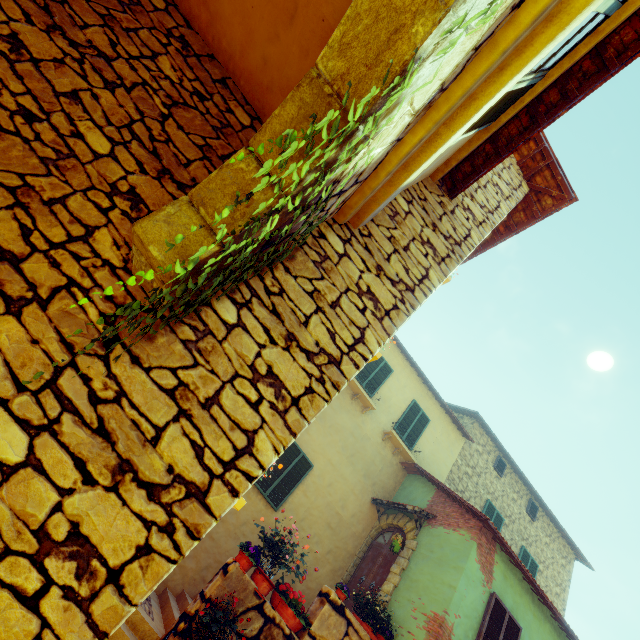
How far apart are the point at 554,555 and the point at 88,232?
20.1 meters

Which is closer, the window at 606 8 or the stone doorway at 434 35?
the stone doorway at 434 35

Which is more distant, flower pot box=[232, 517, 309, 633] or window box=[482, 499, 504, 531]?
window box=[482, 499, 504, 531]

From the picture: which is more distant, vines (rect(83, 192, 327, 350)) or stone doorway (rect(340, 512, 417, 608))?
stone doorway (rect(340, 512, 417, 608))

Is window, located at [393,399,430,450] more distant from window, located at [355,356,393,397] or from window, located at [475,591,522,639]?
window, located at [475,591,522,639]

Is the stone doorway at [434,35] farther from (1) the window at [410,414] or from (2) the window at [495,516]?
(2) the window at [495,516]

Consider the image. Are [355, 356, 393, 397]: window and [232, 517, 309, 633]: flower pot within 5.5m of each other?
no

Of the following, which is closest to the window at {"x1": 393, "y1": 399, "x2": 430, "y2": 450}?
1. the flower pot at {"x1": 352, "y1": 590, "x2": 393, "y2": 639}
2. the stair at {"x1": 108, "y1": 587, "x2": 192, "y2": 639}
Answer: the flower pot at {"x1": 352, "y1": 590, "x2": 393, "y2": 639}
